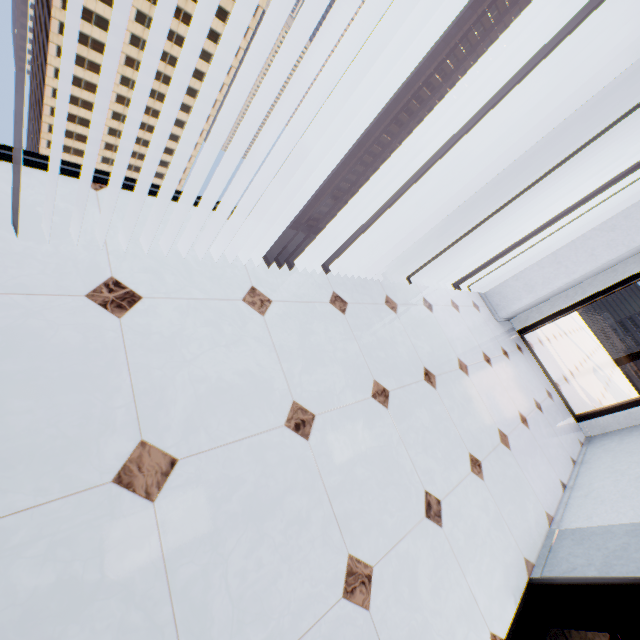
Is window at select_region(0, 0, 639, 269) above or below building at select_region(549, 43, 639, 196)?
below

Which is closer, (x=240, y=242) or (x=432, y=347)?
(x=240, y=242)

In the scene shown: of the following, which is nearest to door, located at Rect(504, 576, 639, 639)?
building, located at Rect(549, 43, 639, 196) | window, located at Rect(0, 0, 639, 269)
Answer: window, located at Rect(0, 0, 639, 269)

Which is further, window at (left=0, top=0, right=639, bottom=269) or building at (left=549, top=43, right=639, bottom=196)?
building at (left=549, top=43, right=639, bottom=196)

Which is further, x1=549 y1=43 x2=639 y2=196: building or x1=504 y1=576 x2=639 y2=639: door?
x1=549 y1=43 x2=639 y2=196: building

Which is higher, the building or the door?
the building

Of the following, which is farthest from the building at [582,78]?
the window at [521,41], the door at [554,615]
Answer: the door at [554,615]

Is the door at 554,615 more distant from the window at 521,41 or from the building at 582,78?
the building at 582,78
